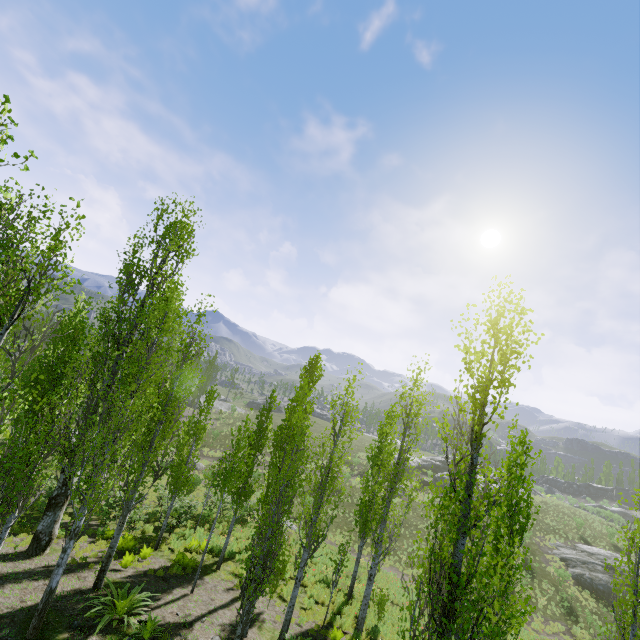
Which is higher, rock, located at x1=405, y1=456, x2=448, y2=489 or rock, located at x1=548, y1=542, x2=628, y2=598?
rock, located at x1=405, y1=456, x2=448, y2=489

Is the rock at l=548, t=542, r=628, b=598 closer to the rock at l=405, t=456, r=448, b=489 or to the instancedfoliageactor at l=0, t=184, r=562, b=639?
the instancedfoliageactor at l=0, t=184, r=562, b=639

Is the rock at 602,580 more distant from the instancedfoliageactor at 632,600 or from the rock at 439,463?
the rock at 439,463

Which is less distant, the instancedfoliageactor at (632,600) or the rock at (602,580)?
the instancedfoliageactor at (632,600)

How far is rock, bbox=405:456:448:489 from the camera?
47.3m

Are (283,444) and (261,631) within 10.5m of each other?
yes

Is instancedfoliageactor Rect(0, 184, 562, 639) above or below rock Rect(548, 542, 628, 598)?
above

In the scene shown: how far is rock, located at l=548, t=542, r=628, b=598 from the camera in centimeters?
2936cm
